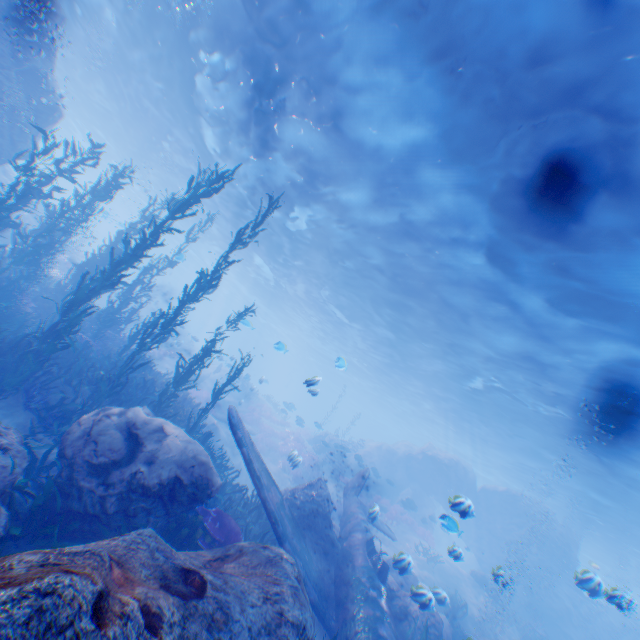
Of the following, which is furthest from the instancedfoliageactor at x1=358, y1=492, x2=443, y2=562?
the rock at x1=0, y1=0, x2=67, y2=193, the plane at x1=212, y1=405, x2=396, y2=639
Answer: the plane at x1=212, y1=405, x2=396, y2=639

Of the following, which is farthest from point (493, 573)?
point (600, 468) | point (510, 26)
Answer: point (600, 468)

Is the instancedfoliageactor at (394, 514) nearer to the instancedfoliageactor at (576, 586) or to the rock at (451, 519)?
the rock at (451, 519)

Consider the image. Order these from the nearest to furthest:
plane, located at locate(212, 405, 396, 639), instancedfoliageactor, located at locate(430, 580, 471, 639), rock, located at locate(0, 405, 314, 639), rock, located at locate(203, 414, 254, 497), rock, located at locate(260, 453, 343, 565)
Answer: rock, located at locate(0, 405, 314, 639) < plane, located at locate(212, 405, 396, 639) < instancedfoliageactor, located at locate(430, 580, 471, 639) < rock, located at locate(260, 453, 343, 565) < rock, located at locate(203, 414, 254, 497)

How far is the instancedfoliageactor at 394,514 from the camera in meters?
19.2 m

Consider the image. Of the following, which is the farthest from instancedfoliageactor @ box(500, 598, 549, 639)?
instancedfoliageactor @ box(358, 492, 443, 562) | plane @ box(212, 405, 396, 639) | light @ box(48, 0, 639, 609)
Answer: light @ box(48, 0, 639, 609)

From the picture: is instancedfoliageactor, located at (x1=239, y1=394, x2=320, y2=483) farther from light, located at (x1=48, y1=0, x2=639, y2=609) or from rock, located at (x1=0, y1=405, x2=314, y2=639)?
light, located at (x1=48, y1=0, x2=639, y2=609)
